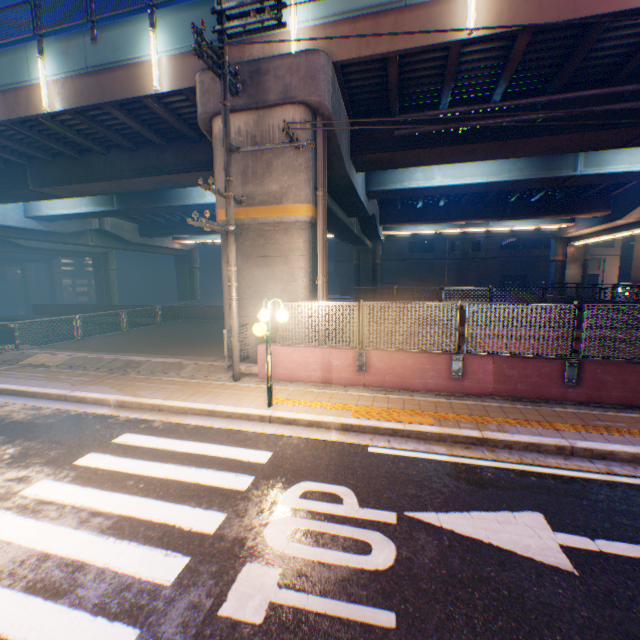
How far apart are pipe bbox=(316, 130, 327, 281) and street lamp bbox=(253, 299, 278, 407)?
3.2m

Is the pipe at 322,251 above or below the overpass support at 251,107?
below

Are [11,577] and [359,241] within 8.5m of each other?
no

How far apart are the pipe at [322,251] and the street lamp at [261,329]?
3.16m

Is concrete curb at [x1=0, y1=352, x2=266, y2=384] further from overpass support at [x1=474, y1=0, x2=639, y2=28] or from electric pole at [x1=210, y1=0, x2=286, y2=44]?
overpass support at [x1=474, y1=0, x2=639, y2=28]

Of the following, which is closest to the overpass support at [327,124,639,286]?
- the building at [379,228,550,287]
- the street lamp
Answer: the street lamp

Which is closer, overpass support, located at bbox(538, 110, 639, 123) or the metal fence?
the metal fence

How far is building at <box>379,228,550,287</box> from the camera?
45.0 meters
